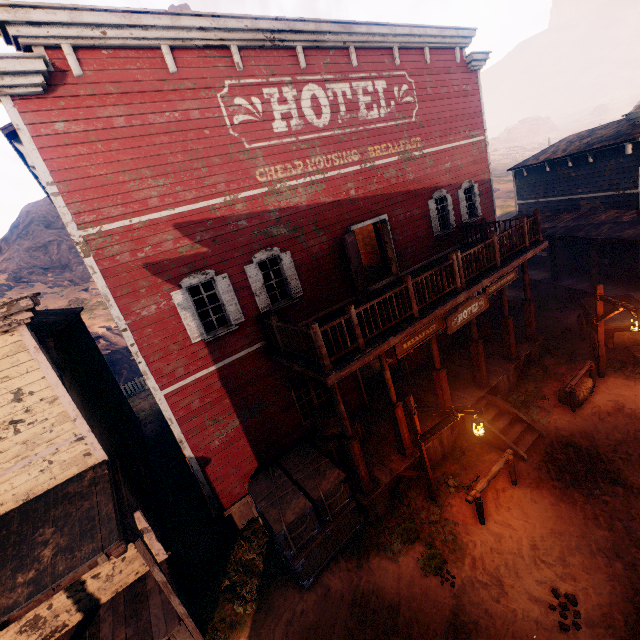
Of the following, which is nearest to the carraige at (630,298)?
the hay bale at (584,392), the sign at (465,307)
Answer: A: the hay bale at (584,392)

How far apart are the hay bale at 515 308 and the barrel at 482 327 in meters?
3.6 m

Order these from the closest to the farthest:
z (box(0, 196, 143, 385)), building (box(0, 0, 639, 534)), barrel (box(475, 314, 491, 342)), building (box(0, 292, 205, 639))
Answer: building (box(0, 292, 205, 639)) < building (box(0, 0, 639, 534)) < barrel (box(475, 314, 491, 342)) < z (box(0, 196, 143, 385))

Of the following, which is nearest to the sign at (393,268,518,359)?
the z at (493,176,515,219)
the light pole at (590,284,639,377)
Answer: the light pole at (590,284,639,377)

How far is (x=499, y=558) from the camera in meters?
7.0 m

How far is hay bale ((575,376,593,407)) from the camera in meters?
10.1

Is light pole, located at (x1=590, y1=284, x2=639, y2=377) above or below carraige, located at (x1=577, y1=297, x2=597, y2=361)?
above

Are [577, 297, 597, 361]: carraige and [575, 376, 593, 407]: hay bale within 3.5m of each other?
yes
